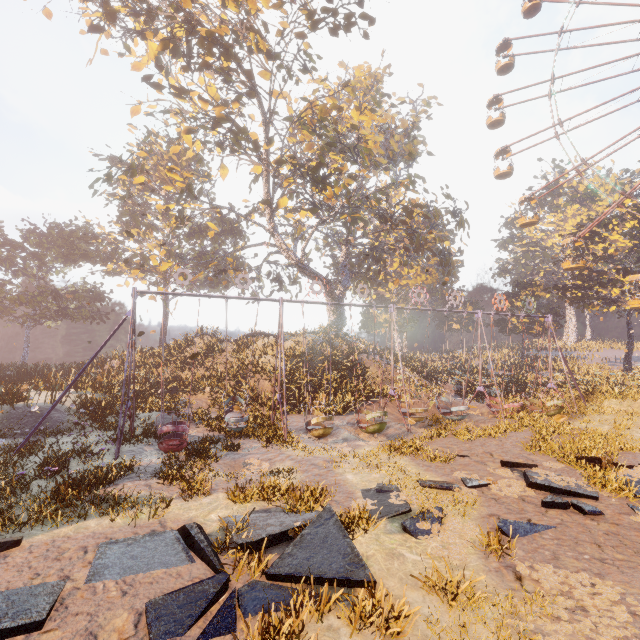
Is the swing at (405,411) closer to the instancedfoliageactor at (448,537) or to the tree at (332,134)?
the instancedfoliageactor at (448,537)

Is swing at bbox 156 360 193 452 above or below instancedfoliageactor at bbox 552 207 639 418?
below

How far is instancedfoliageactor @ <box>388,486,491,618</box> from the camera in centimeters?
489cm

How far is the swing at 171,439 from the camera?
11.2 meters

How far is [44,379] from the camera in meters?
20.1 m

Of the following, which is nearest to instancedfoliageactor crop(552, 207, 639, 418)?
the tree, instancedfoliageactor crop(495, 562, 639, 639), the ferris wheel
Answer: the ferris wheel

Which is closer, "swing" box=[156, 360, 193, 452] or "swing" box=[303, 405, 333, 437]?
"swing" box=[156, 360, 193, 452]

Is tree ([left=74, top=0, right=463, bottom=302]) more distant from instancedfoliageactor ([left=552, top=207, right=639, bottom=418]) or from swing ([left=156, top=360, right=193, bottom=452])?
instancedfoliageactor ([left=552, top=207, right=639, bottom=418])
